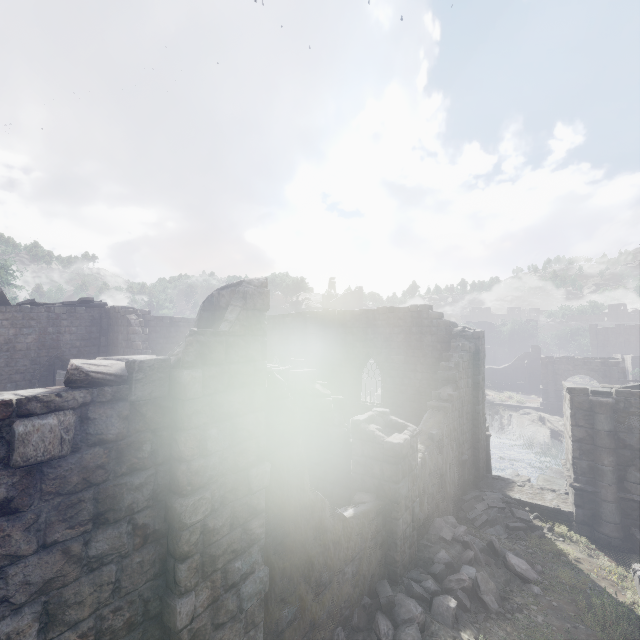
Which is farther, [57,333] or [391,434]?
[57,333]

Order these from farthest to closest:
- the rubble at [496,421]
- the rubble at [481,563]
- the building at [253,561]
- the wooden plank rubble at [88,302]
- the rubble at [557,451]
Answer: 1. the rubble at [496,421]
2. the rubble at [557,451]
3. the wooden plank rubble at [88,302]
4. the rubble at [481,563]
5. the building at [253,561]

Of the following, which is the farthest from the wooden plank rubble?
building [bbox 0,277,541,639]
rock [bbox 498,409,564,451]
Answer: rock [bbox 498,409,564,451]

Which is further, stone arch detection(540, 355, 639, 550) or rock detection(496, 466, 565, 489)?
rock detection(496, 466, 565, 489)

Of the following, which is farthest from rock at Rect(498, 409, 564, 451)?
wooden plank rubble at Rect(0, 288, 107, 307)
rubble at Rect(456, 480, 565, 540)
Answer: wooden plank rubble at Rect(0, 288, 107, 307)

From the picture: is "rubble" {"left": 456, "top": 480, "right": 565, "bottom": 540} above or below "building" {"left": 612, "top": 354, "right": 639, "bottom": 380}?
below

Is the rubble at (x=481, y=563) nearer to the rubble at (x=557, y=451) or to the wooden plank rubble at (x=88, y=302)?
the rubble at (x=557, y=451)

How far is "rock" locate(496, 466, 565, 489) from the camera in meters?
19.8
